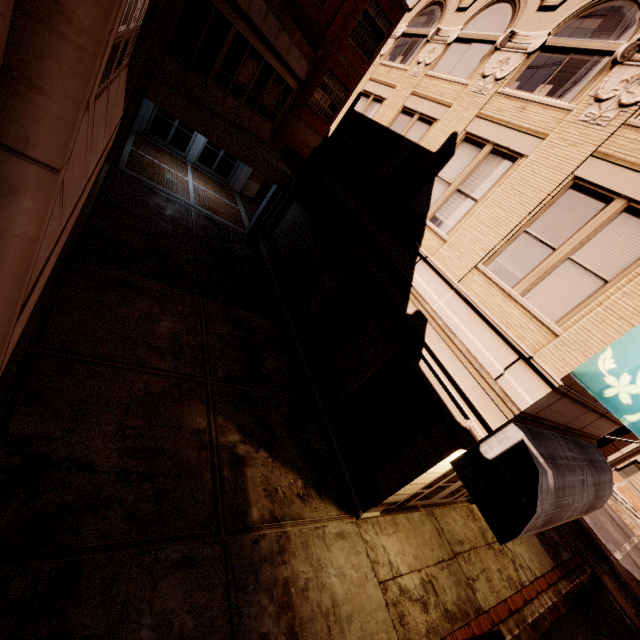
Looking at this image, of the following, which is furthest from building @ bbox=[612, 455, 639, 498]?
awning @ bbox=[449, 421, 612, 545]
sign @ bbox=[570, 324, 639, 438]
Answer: sign @ bbox=[570, 324, 639, 438]

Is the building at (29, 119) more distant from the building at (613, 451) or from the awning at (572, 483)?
the building at (613, 451)

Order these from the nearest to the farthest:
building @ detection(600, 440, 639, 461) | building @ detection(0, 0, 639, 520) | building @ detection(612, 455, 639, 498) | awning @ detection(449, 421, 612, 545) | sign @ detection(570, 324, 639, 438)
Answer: building @ detection(0, 0, 639, 520) < sign @ detection(570, 324, 639, 438) < awning @ detection(449, 421, 612, 545) < building @ detection(612, 455, 639, 498) < building @ detection(600, 440, 639, 461)

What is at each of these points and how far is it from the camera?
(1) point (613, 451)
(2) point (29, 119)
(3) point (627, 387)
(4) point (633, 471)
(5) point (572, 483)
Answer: (1) building, 34.8 meters
(2) building, 1.4 meters
(3) sign, 4.9 meters
(4) building, 33.4 meters
(5) awning, 6.8 meters

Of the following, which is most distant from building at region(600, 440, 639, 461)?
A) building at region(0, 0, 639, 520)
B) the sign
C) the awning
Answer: the sign

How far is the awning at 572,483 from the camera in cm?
551

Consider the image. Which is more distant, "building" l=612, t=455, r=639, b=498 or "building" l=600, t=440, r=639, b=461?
"building" l=600, t=440, r=639, b=461

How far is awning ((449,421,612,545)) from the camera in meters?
5.5
